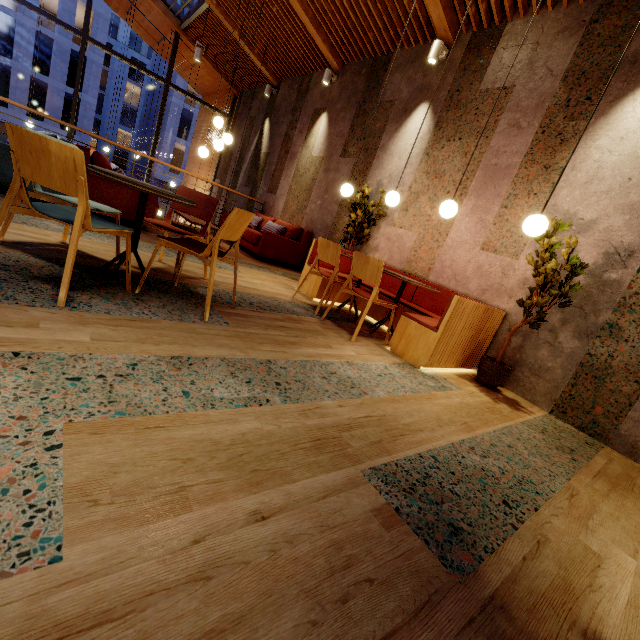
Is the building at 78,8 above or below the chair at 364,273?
above

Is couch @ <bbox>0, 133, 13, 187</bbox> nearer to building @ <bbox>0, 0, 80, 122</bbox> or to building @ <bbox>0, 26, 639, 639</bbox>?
building @ <bbox>0, 26, 639, 639</bbox>

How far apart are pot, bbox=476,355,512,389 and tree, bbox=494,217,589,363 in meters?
0.1

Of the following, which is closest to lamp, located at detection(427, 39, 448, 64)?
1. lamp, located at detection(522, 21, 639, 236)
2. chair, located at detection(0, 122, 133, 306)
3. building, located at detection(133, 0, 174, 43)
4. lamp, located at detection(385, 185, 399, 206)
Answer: building, located at detection(133, 0, 174, 43)

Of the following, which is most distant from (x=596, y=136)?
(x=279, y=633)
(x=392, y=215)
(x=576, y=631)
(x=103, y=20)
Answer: (x=103, y=20)

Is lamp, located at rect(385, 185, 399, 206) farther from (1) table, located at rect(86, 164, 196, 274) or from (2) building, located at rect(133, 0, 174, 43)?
(1) table, located at rect(86, 164, 196, 274)

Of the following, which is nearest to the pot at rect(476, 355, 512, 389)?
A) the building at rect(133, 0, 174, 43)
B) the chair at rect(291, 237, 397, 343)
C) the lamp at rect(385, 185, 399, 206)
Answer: the building at rect(133, 0, 174, 43)

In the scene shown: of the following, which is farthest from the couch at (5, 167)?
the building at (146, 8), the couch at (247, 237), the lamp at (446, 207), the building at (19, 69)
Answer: the building at (19, 69)
